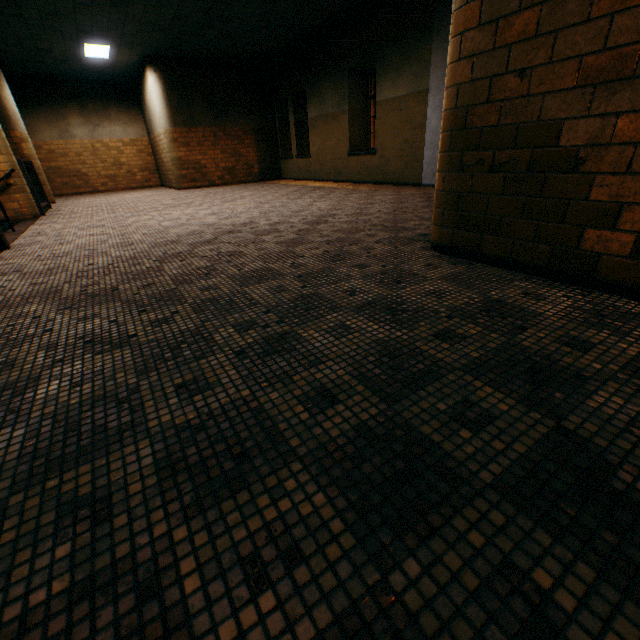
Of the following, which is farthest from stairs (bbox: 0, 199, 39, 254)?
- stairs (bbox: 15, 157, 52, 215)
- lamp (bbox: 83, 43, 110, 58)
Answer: lamp (bbox: 83, 43, 110, 58)

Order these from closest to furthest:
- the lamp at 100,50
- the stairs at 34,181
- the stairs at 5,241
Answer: the stairs at 5,241 → the stairs at 34,181 → the lamp at 100,50

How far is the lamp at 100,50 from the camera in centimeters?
905cm

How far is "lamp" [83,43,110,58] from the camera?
9.05m

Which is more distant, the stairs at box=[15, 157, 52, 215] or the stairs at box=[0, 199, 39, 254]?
the stairs at box=[15, 157, 52, 215]

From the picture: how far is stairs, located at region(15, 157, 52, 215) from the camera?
7.1m

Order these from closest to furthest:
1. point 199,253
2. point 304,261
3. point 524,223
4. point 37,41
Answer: point 524,223 → point 304,261 → point 199,253 → point 37,41
